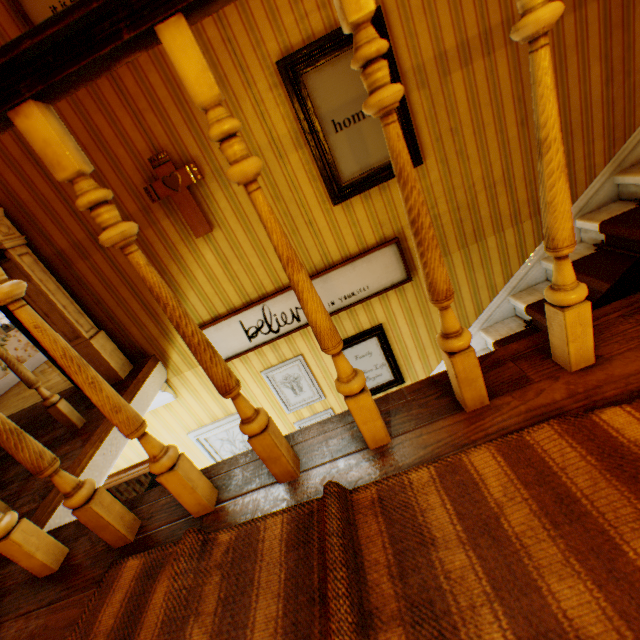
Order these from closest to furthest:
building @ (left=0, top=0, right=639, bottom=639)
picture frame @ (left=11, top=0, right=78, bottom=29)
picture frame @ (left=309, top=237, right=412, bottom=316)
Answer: building @ (left=0, top=0, right=639, bottom=639)
picture frame @ (left=11, top=0, right=78, bottom=29)
picture frame @ (left=309, top=237, right=412, bottom=316)

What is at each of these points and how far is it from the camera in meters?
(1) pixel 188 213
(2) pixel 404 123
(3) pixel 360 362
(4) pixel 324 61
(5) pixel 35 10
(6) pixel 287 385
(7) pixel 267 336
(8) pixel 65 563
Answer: (1) crucifix, 2.5 m
(2) picture frame, 2.3 m
(3) picture frame, 3.2 m
(4) picture frame, 2.2 m
(5) picture frame, 1.9 m
(6) picture frame, 3.3 m
(7) picture frame, 3.0 m
(8) building, 1.2 m

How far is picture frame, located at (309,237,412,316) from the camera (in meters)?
2.75

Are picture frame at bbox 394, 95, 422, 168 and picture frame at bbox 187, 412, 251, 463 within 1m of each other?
no

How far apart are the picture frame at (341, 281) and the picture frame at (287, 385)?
0.3m

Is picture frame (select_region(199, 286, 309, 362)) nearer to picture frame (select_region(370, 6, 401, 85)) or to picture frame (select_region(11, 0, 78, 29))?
picture frame (select_region(370, 6, 401, 85))

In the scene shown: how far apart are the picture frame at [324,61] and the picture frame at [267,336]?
0.4m

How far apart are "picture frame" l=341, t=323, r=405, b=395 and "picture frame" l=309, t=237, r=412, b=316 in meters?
0.3 m
